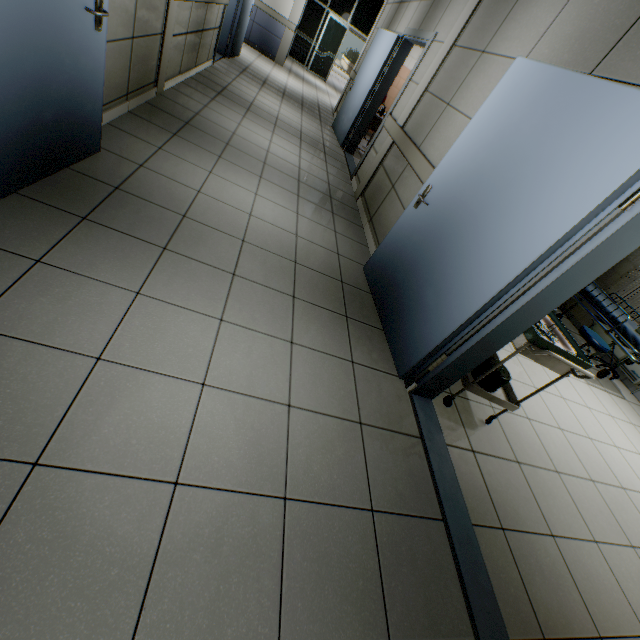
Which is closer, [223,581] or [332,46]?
[223,581]

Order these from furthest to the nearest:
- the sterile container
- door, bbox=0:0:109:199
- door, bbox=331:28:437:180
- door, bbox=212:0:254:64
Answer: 1. door, bbox=212:0:254:64
2. door, bbox=331:28:437:180
3. the sterile container
4. door, bbox=0:0:109:199

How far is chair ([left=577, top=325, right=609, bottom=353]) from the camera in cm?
403

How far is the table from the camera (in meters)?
2.07

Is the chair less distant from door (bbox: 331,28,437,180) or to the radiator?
the radiator

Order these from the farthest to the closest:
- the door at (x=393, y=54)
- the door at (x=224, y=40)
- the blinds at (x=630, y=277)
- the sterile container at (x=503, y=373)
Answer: the door at (x=224, y=40), the blinds at (x=630, y=277), the door at (x=393, y=54), the sterile container at (x=503, y=373)

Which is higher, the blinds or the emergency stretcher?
the blinds

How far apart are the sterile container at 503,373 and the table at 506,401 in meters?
0.0
